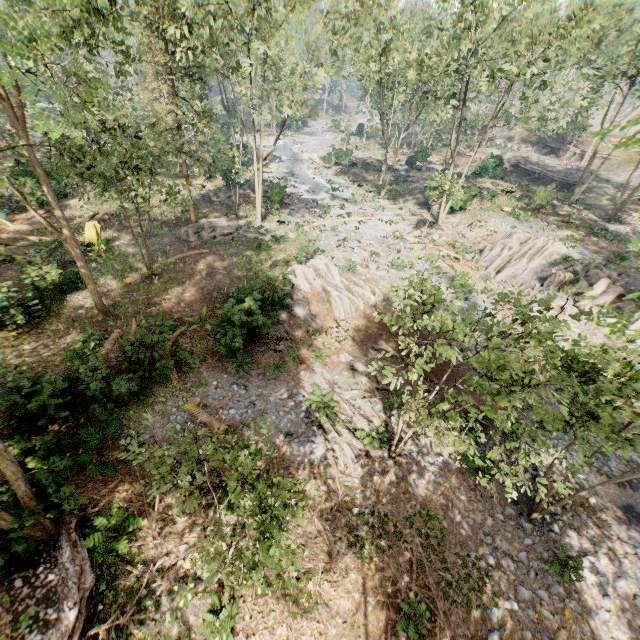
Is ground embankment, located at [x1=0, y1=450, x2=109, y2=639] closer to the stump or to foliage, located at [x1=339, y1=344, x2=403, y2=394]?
foliage, located at [x1=339, y1=344, x2=403, y2=394]

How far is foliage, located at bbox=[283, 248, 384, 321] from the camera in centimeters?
2080cm

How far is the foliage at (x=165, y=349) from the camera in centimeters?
1477cm

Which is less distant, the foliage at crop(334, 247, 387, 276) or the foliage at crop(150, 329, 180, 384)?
the foliage at crop(150, 329, 180, 384)

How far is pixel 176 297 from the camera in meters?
20.2

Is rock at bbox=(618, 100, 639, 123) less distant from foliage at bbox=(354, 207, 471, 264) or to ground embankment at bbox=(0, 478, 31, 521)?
foliage at bbox=(354, 207, 471, 264)

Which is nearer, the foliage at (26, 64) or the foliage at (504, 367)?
the foliage at (504, 367)

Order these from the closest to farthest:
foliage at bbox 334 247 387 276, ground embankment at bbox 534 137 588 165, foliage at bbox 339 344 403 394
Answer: foliage at bbox 339 344 403 394 < foliage at bbox 334 247 387 276 < ground embankment at bbox 534 137 588 165
